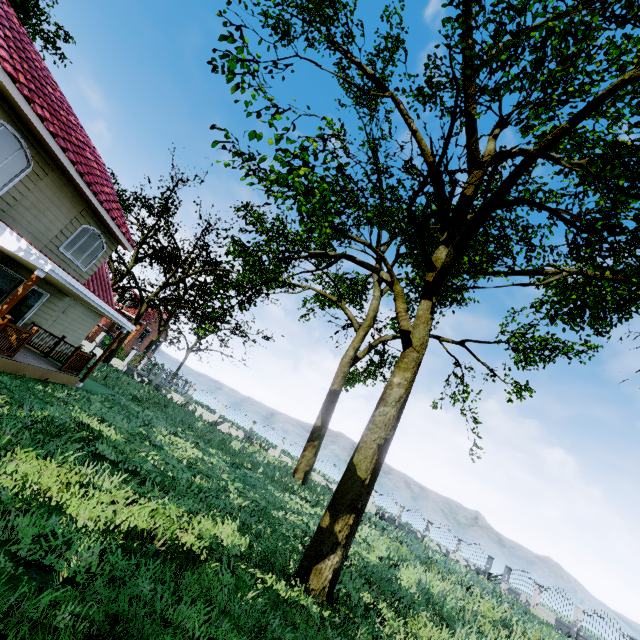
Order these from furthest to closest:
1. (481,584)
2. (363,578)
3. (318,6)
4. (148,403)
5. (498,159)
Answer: (481,584)
(148,403)
(498,159)
(363,578)
(318,6)

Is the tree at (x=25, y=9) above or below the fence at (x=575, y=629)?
above

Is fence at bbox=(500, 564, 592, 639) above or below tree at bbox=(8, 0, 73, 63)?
below

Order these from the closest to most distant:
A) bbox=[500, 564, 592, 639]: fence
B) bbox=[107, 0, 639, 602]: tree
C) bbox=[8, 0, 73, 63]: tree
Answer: bbox=[107, 0, 639, 602]: tree < bbox=[8, 0, 73, 63]: tree < bbox=[500, 564, 592, 639]: fence

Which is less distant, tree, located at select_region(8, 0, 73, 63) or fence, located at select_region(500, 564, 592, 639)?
tree, located at select_region(8, 0, 73, 63)

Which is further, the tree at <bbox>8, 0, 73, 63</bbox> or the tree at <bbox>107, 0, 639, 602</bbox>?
the tree at <bbox>8, 0, 73, 63</bbox>

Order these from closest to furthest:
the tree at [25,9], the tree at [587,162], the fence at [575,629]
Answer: the tree at [587,162] → the tree at [25,9] → the fence at [575,629]
